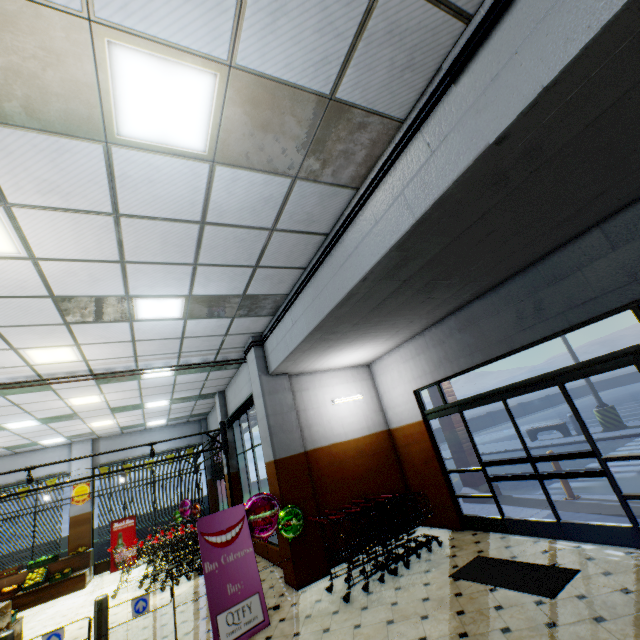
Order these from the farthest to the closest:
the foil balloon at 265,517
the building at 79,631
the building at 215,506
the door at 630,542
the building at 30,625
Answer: the building at 215,506, the building at 30,625, the building at 79,631, the foil balloon at 265,517, the door at 630,542

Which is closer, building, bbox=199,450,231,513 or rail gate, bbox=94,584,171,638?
rail gate, bbox=94,584,171,638

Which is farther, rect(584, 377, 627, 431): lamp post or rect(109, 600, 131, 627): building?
rect(584, 377, 627, 431): lamp post

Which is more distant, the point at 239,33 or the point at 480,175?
the point at 480,175

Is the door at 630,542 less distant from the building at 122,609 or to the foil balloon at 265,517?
the building at 122,609

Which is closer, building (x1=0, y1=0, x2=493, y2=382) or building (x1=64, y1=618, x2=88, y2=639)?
building (x1=0, y1=0, x2=493, y2=382)

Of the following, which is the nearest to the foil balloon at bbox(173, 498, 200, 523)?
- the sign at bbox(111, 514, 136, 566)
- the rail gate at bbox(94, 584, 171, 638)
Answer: the sign at bbox(111, 514, 136, 566)

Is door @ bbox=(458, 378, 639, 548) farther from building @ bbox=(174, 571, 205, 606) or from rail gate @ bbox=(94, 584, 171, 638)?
rail gate @ bbox=(94, 584, 171, 638)
